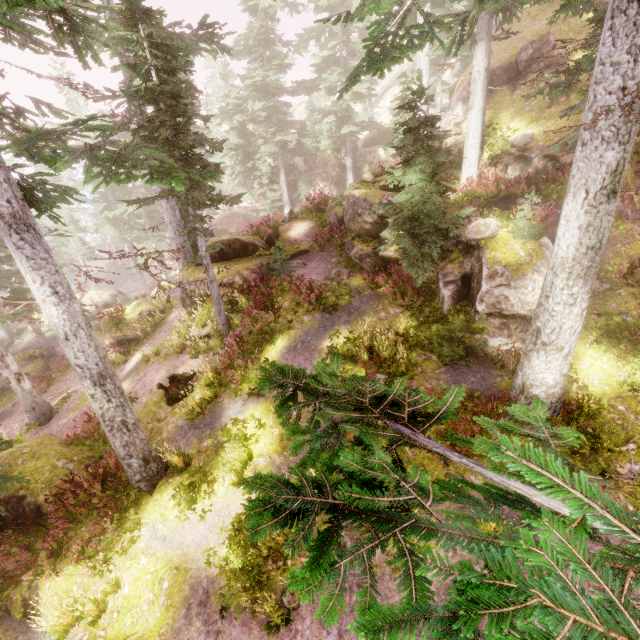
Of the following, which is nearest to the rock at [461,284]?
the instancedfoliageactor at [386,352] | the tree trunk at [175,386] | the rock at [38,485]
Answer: the instancedfoliageactor at [386,352]

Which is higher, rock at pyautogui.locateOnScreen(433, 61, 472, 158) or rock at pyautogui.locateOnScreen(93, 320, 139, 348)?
rock at pyautogui.locateOnScreen(433, 61, 472, 158)

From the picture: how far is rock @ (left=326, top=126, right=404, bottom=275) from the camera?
13.7m

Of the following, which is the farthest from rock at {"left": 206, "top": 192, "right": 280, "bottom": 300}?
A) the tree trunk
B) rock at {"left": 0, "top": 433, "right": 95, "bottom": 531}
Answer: rock at {"left": 0, "top": 433, "right": 95, "bottom": 531}

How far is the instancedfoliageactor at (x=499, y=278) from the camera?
9.3 meters

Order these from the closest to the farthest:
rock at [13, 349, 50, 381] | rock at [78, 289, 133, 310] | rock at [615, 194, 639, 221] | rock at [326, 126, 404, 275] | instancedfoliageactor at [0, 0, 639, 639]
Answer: instancedfoliageactor at [0, 0, 639, 639] → rock at [615, 194, 639, 221] → rock at [326, 126, 404, 275] → rock at [13, 349, 50, 381] → rock at [78, 289, 133, 310]

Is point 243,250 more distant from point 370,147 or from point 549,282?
point 370,147
